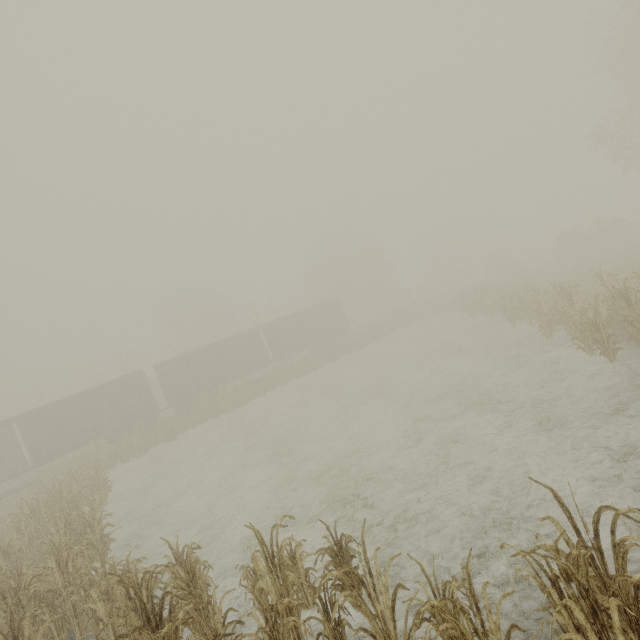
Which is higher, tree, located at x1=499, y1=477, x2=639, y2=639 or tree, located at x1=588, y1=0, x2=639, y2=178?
tree, located at x1=588, y1=0, x2=639, y2=178

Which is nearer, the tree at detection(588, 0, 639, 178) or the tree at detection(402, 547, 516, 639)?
the tree at detection(402, 547, 516, 639)

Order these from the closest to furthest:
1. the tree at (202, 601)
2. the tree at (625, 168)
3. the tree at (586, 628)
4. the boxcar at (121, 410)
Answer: the tree at (586, 628) < the tree at (202, 601) < the tree at (625, 168) < the boxcar at (121, 410)

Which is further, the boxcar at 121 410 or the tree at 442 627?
the boxcar at 121 410

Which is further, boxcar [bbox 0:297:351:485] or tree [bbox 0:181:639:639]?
boxcar [bbox 0:297:351:485]

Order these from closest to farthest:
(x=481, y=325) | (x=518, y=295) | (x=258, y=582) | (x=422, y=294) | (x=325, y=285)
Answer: (x=258, y=582)
(x=518, y=295)
(x=481, y=325)
(x=325, y=285)
(x=422, y=294)

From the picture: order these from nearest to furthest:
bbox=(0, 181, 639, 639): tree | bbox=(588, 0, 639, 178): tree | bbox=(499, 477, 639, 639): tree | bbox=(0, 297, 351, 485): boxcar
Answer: bbox=(499, 477, 639, 639): tree → bbox=(0, 181, 639, 639): tree → bbox=(588, 0, 639, 178): tree → bbox=(0, 297, 351, 485): boxcar

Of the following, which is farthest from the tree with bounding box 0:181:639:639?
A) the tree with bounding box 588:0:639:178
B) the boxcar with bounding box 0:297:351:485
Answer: the boxcar with bounding box 0:297:351:485
